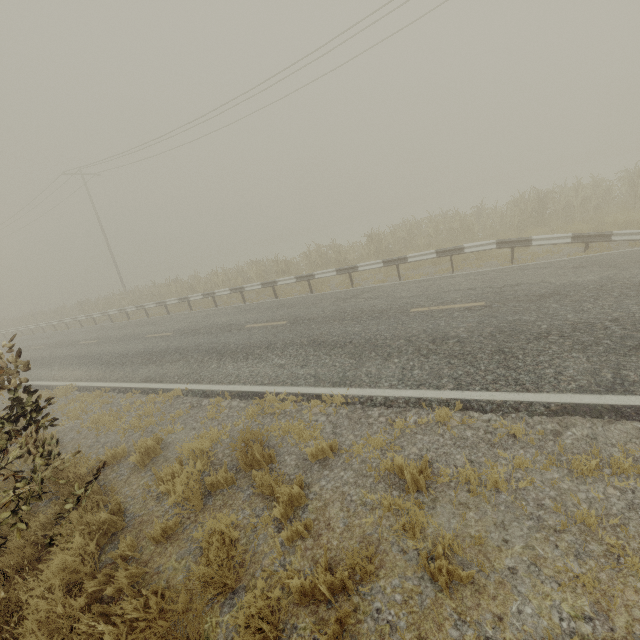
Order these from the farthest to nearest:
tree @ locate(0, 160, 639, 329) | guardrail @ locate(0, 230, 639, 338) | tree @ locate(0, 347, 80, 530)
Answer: tree @ locate(0, 160, 639, 329)
guardrail @ locate(0, 230, 639, 338)
tree @ locate(0, 347, 80, 530)

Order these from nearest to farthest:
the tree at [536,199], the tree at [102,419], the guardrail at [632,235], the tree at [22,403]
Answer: the tree at [22,403] < the tree at [102,419] < the guardrail at [632,235] < the tree at [536,199]

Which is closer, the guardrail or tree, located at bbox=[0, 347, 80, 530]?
tree, located at bbox=[0, 347, 80, 530]

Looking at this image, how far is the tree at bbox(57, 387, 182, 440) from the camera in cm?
700

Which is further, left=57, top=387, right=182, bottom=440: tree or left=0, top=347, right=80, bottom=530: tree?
left=57, top=387, right=182, bottom=440: tree

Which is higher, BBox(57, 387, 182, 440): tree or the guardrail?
the guardrail

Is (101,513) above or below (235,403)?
above

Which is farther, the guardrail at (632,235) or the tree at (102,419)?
the guardrail at (632,235)
